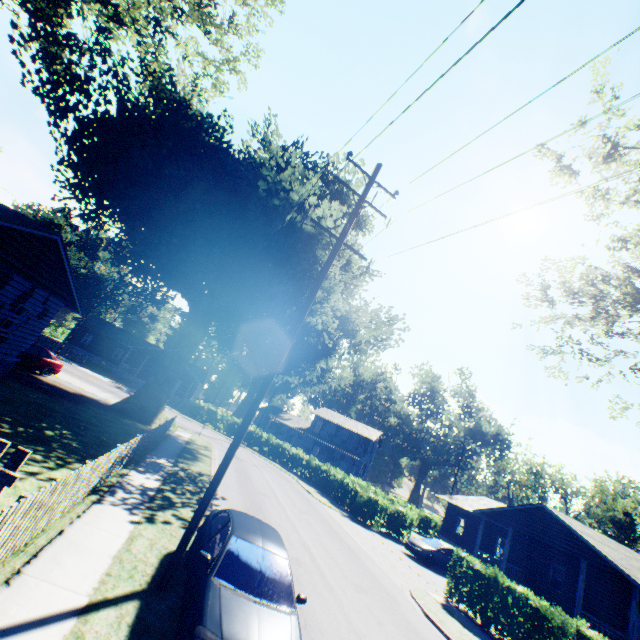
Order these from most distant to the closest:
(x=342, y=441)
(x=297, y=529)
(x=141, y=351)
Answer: (x=342, y=441), (x=141, y=351), (x=297, y=529)

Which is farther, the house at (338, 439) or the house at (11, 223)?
the house at (338, 439)

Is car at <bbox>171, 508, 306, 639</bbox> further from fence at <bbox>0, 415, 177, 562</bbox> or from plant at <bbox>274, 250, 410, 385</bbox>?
plant at <bbox>274, 250, 410, 385</bbox>

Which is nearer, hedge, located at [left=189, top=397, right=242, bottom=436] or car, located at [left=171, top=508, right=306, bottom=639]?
car, located at [left=171, top=508, right=306, bottom=639]

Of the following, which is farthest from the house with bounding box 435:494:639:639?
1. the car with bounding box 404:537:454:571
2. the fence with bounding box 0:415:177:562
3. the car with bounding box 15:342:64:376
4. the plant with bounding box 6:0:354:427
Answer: the car with bounding box 15:342:64:376

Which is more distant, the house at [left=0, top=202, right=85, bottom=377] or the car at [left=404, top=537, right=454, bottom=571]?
the car at [left=404, top=537, right=454, bottom=571]

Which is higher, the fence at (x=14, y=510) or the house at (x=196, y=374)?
the house at (x=196, y=374)

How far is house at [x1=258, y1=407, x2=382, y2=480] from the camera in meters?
49.5
